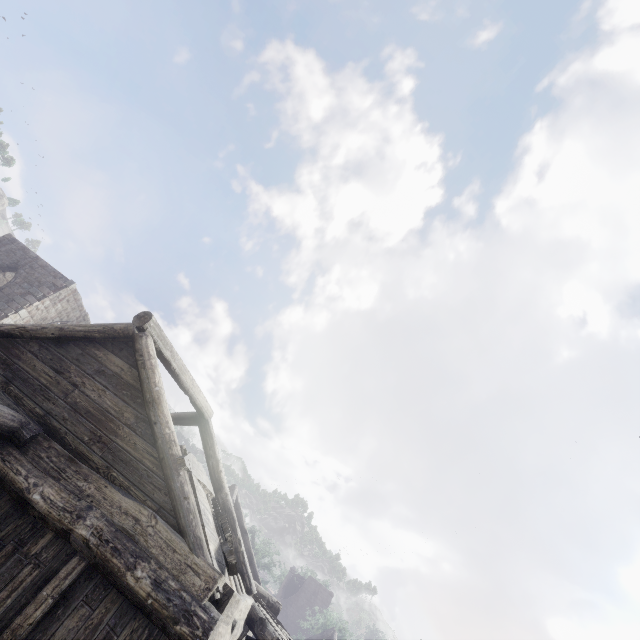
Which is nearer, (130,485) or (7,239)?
(130,485)
